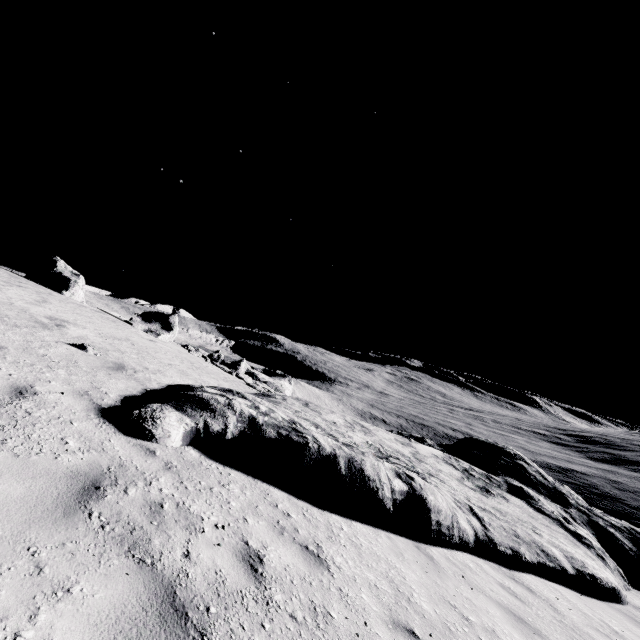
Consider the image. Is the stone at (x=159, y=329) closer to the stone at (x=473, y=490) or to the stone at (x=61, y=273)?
the stone at (x=61, y=273)

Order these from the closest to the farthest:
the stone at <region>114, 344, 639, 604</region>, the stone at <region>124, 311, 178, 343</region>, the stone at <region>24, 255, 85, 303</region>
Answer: the stone at <region>114, 344, 639, 604</region>
the stone at <region>24, 255, 85, 303</region>
the stone at <region>124, 311, 178, 343</region>

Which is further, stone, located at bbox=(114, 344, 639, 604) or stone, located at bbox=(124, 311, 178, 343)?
stone, located at bbox=(124, 311, 178, 343)

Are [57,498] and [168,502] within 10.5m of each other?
yes

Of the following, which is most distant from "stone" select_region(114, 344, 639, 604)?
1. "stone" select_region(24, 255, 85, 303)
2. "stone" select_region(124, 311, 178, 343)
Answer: "stone" select_region(24, 255, 85, 303)

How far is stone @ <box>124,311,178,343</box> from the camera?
23.4m

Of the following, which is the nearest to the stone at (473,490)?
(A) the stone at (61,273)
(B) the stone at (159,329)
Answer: (B) the stone at (159,329)
